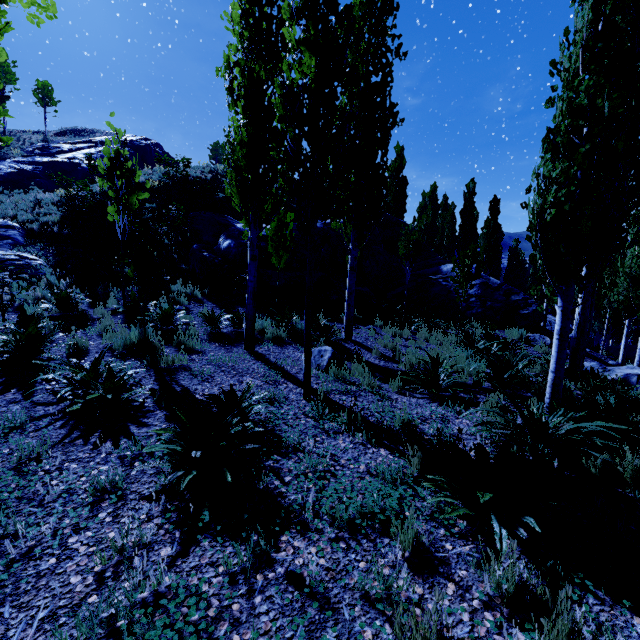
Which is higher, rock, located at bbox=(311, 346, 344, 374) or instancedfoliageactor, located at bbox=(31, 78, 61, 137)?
instancedfoliageactor, located at bbox=(31, 78, 61, 137)

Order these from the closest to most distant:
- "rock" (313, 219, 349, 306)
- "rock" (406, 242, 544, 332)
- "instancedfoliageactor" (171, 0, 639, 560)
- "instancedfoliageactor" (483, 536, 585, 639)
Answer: "instancedfoliageactor" (483, 536, 585, 639), "instancedfoliageactor" (171, 0, 639, 560), "rock" (313, 219, 349, 306), "rock" (406, 242, 544, 332)

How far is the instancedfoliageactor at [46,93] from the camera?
37.6 meters

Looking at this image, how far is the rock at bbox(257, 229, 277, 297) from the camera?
11.61m

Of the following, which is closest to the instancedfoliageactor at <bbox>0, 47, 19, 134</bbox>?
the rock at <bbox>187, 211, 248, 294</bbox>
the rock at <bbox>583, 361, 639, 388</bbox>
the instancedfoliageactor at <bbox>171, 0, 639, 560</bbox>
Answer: the rock at <bbox>187, 211, 248, 294</bbox>

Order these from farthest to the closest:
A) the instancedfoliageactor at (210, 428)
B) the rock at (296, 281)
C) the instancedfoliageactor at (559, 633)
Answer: the rock at (296, 281)
the instancedfoliageactor at (210, 428)
the instancedfoliageactor at (559, 633)

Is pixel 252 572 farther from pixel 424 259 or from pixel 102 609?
pixel 424 259
